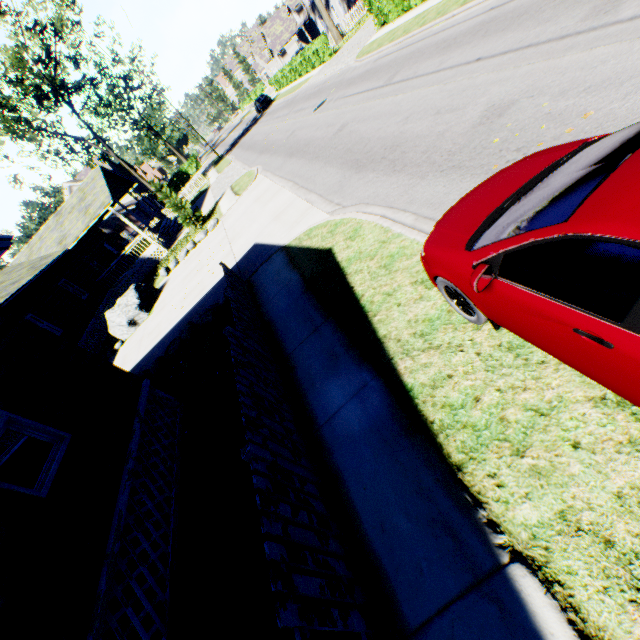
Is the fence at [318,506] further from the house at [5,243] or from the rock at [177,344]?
the rock at [177,344]

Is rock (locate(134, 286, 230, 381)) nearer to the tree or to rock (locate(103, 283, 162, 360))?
rock (locate(103, 283, 162, 360))

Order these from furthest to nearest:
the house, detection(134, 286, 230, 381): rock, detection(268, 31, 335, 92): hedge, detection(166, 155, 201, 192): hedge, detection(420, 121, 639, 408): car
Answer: detection(166, 155, 201, 192): hedge
detection(268, 31, 335, 92): hedge
detection(134, 286, 230, 381): rock
the house
detection(420, 121, 639, 408): car

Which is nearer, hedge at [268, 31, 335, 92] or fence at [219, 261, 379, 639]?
fence at [219, 261, 379, 639]

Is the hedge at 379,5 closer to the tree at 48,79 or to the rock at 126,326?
the tree at 48,79

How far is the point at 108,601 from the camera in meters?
3.6 m

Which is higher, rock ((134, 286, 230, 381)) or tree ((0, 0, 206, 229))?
tree ((0, 0, 206, 229))

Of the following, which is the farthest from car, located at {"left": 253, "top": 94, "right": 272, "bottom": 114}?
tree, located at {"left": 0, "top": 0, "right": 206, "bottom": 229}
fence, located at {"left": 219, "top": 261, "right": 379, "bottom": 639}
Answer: fence, located at {"left": 219, "top": 261, "right": 379, "bottom": 639}
